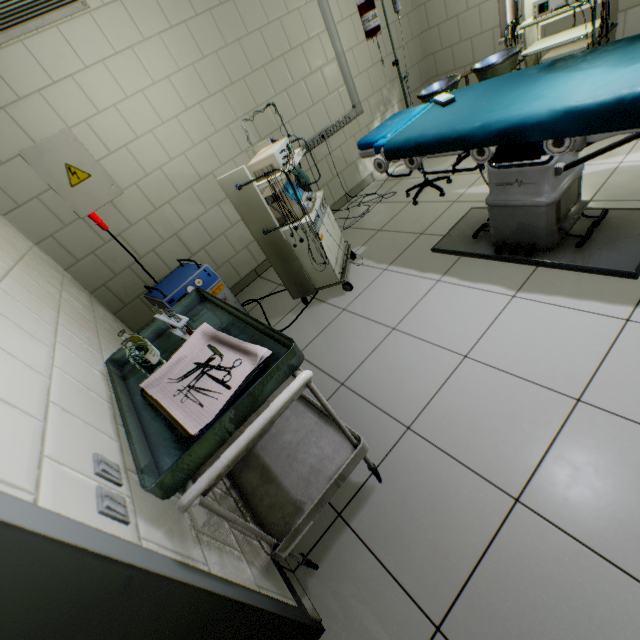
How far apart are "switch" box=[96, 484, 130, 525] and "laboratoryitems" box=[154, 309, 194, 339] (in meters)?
0.54

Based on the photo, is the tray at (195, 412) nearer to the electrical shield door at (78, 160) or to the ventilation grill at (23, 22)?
the electrical shield door at (78, 160)

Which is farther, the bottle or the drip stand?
the drip stand

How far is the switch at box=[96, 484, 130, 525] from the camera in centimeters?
69cm

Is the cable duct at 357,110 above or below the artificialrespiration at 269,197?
above

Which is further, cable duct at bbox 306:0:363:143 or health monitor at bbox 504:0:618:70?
cable duct at bbox 306:0:363:143

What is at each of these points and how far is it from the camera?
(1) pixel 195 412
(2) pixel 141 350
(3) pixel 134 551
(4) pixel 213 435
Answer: (1) tray, 1.0 meters
(2) bottle, 1.3 meters
(3) doorway, 0.7 meters
(4) table, 0.8 meters

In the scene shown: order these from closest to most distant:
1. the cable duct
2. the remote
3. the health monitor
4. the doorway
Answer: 1. the doorway
2. the remote
3. the health monitor
4. the cable duct
